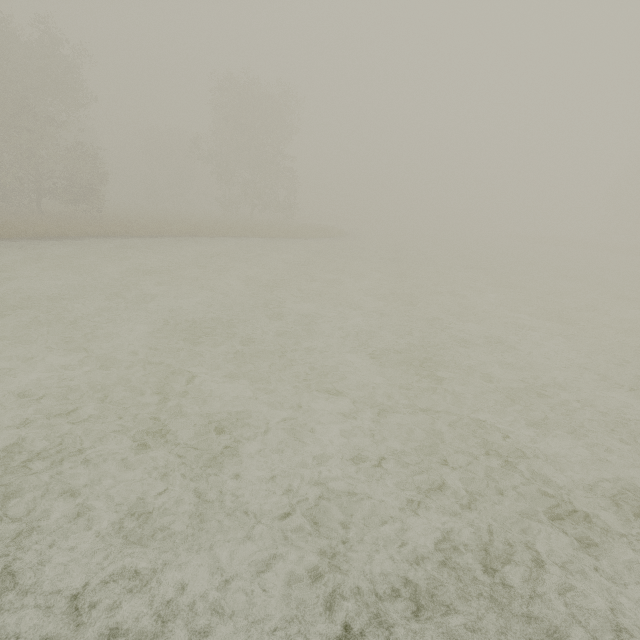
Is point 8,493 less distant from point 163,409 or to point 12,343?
point 163,409
